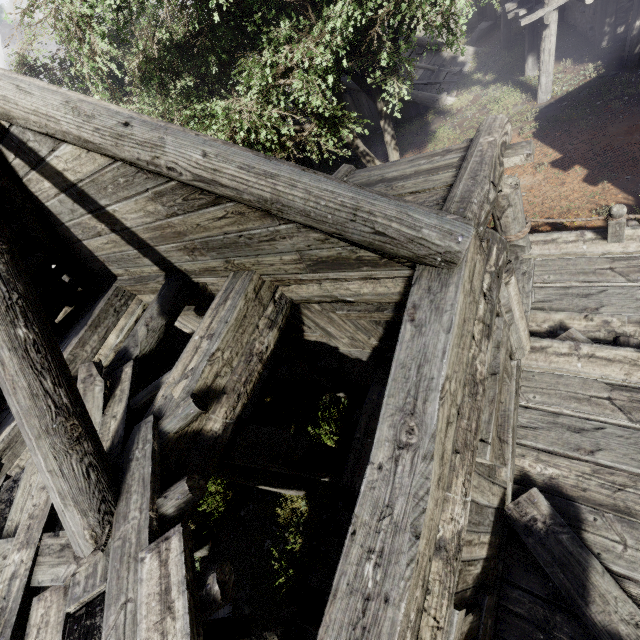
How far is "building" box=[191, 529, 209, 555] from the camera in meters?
8.0 m

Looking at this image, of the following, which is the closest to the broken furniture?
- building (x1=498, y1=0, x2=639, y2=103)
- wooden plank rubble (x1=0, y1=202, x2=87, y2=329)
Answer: building (x1=498, y1=0, x2=639, y2=103)

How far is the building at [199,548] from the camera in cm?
802

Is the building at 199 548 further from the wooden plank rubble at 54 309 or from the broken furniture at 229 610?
the broken furniture at 229 610

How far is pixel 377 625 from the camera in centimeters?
164cm
